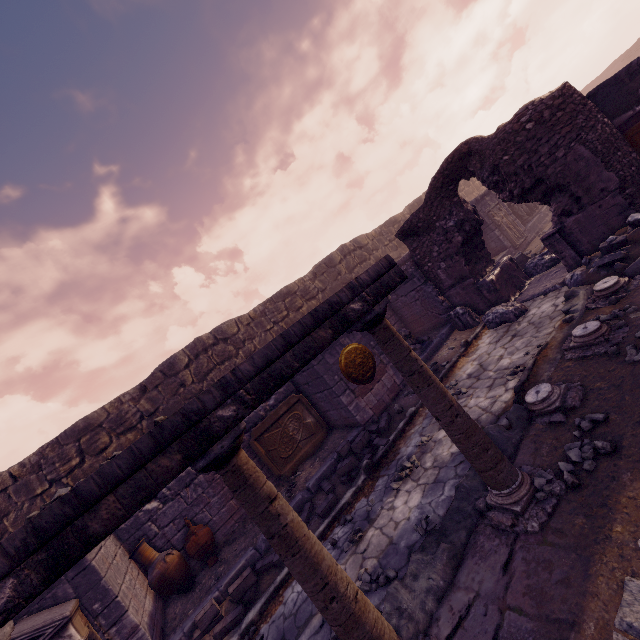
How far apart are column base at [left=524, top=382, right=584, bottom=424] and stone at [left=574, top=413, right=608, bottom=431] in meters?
0.2 m

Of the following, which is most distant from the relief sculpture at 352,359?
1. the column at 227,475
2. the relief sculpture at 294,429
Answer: the column at 227,475

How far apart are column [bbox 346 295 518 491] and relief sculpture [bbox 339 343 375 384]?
4.25m

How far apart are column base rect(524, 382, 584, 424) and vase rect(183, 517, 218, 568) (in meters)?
6.40

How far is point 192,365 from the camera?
10.93m

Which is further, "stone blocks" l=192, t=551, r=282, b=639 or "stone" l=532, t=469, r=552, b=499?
"stone blocks" l=192, t=551, r=282, b=639

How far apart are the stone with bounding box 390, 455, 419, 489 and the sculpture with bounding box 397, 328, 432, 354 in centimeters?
414cm

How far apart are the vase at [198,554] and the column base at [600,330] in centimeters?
739cm
